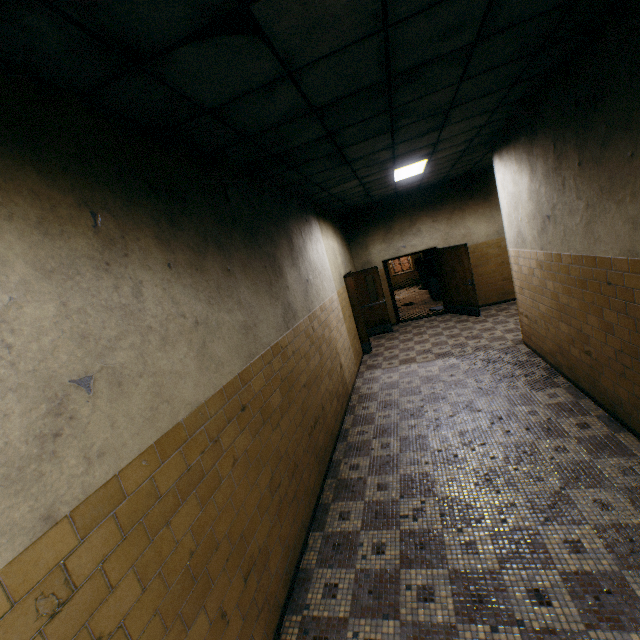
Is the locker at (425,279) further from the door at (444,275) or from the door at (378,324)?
the door at (378,324)

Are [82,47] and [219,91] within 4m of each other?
yes

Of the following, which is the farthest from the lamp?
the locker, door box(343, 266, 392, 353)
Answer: the locker

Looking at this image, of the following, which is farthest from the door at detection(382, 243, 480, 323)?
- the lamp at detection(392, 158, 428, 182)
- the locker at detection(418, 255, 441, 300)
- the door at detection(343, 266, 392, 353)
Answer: the lamp at detection(392, 158, 428, 182)

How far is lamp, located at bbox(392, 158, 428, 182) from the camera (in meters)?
6.07
